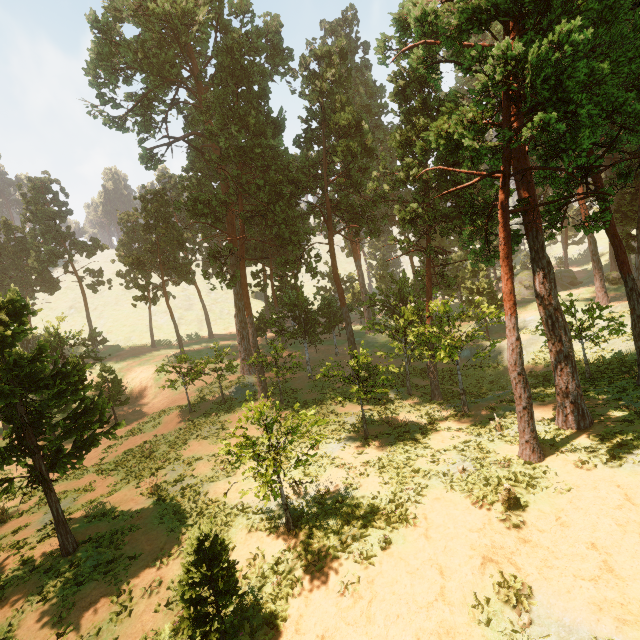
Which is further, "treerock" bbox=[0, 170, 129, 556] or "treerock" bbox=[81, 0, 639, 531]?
"treerock" bbox=[0, 170, 129, 556]

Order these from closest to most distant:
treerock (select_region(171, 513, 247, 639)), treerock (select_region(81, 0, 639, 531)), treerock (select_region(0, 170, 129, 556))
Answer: treerock (select_region(171, 513, 247, 639)), treerock (select_region(81, 0, 639, 531)), treerock (select_region(0, 170, 129, 556))

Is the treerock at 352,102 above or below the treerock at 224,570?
above

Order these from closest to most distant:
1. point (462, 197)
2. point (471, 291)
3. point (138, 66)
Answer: point (462, 197)
point (138, 66)
point (471, 291)

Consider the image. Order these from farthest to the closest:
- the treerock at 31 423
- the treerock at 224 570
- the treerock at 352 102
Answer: the treerock at 31 423
the treerock at 352 102
the treerock at 224 570

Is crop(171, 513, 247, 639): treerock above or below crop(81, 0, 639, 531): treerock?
below
